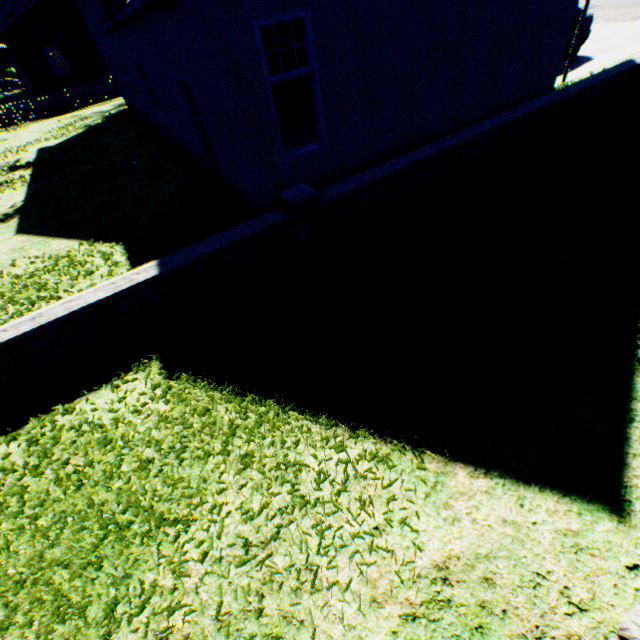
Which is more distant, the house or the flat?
the house

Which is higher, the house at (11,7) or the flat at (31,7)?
the house at (11,7)

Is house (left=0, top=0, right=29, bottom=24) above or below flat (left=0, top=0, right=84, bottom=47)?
above

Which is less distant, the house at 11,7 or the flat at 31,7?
the flat at 31,7

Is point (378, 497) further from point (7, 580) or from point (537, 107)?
point (537, 107)
